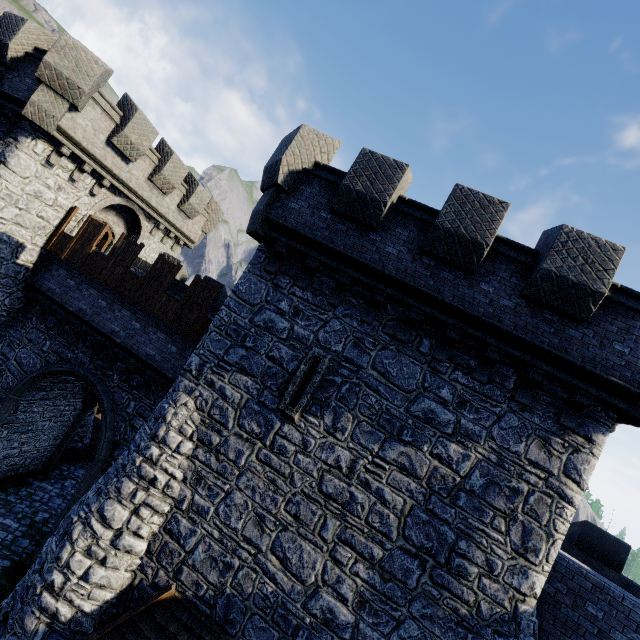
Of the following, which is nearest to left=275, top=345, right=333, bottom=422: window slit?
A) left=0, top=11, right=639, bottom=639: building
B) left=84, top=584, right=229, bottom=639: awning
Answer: left=0, top=11, right=639, bottom=639: building

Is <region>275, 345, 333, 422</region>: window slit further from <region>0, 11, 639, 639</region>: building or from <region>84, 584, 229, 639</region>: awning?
<region>84, 584, 229, 639</region>: awning

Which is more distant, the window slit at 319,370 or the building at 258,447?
the window slit at 319,370

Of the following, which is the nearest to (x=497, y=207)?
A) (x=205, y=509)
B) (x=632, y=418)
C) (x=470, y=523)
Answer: (x=632, y=418)

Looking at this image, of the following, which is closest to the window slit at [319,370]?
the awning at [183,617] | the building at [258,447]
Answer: the building at [258,447]

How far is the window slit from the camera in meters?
8.1

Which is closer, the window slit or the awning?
the awning
